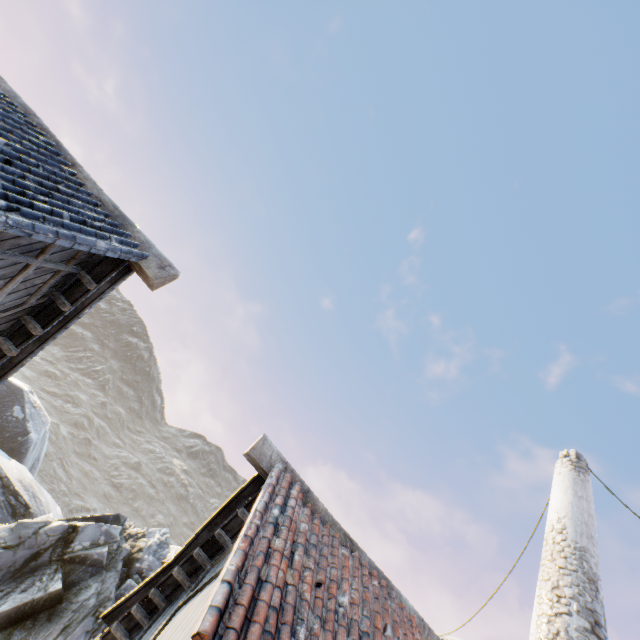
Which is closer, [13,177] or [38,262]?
[13,177]

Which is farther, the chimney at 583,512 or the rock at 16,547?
the rock at 16,547

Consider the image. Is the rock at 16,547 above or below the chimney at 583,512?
below

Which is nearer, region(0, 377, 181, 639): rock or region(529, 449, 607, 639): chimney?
region(529, 449, 607, 639): chimney

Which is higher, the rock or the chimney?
the chimney
